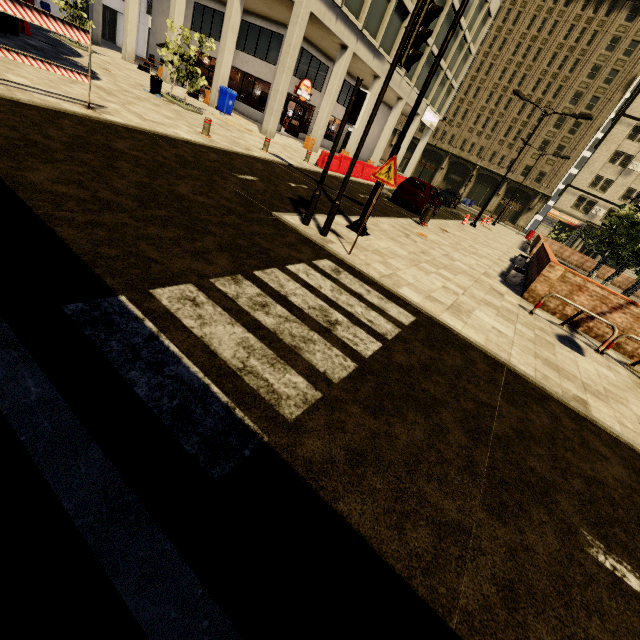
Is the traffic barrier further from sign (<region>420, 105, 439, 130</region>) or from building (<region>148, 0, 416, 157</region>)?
sign (<region>420, 105, 439, 130</region>)

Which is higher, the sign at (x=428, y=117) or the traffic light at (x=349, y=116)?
the sign at (x=428, y=117)

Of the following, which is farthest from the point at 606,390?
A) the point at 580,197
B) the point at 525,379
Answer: → the point at 580,197

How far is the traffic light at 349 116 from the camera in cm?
562

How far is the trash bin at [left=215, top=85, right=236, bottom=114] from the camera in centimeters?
1919cm

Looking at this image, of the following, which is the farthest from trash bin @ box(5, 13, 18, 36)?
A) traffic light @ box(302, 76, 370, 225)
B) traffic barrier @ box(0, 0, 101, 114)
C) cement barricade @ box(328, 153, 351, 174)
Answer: traffic light @ box(302, 76, 370, 225)

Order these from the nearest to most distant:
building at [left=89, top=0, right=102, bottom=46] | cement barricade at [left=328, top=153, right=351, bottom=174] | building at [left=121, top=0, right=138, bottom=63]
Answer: cement barricade at [left=328, top=153, right=351, bottom=174], building at [left=121, top=0, right=138, bottom=63], building at [left=89, top=0, right=102, bottom=46]

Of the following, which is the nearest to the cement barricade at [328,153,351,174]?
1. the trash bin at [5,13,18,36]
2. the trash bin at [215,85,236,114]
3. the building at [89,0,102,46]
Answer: the building at [89,0,102,46]
